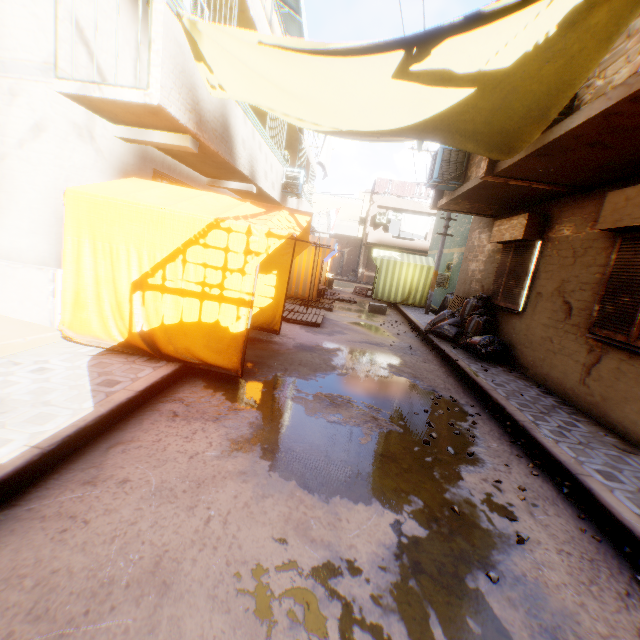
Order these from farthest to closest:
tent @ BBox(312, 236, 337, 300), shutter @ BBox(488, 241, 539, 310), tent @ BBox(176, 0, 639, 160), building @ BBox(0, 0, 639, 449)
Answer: tent @ BBox(312, 236, 337, 300), shutter @ BBox(488, 241, 539, 310), building @ BBox(0, 0, 639, 449), tent @ BBox(176, 0, 639, 160)

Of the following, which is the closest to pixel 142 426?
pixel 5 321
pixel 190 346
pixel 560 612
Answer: pixel 190 346

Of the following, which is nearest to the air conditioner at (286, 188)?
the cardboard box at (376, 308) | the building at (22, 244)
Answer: the building at (22, 244)

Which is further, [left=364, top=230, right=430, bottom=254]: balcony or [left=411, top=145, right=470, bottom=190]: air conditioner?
[left=364, top=230, right=430, bottom=254]: balcony

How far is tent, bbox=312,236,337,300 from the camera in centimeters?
1216cm

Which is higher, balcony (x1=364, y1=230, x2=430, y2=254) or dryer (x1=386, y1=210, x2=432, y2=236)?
dryer (x1=386, y1=210, x2=432, y2=236)

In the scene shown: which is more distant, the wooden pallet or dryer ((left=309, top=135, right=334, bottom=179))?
dryer ((left=309, top=135, right=334, bottom=179))

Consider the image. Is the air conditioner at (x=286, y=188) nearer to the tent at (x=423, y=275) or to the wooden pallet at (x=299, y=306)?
the tent at (x=423, y=275)
